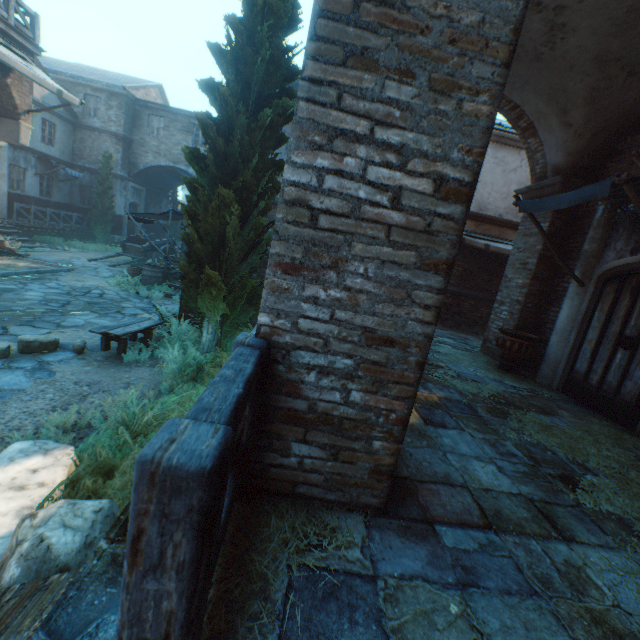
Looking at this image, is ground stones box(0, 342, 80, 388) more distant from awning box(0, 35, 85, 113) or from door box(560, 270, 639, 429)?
door box(560, 270, 639, 429)

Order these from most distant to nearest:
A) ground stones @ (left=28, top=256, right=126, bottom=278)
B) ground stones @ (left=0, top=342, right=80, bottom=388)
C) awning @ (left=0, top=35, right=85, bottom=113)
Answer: ground stones @ (left=28, top=256, right=126, bottom=278), awning @ (left=0, top=35, right=85, bottom=113), ground stones @ (left=0, top=342, right=80, bottom=388)

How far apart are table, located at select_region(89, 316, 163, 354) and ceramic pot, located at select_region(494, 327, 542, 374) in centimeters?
695cm

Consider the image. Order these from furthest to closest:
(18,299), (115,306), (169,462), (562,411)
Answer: (115,306)
(18,299)
(562,411)
(169,462)

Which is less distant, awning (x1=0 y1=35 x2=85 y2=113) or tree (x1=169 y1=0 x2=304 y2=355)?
tree (x1=169 y1=0 x2=304 y2=355)

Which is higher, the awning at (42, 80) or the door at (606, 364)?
the awning at (42, 80)

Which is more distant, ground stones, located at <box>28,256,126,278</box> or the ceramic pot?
ground stones, located at <box>28,256,126,278</box>

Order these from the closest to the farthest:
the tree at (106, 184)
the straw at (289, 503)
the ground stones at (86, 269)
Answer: the straw at (289, 503)
the ground stones at (86, 269)
the tree at (106, 184)
